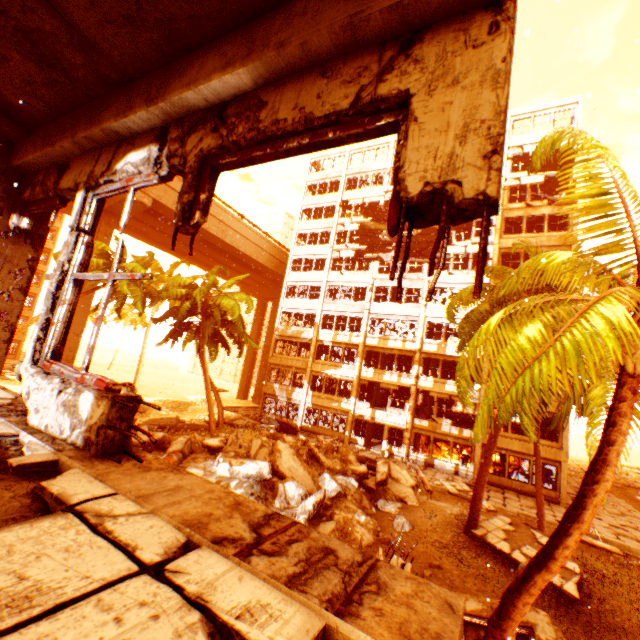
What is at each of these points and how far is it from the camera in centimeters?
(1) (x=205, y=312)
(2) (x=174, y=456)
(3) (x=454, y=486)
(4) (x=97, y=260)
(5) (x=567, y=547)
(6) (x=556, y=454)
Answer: (1) rubble, 2527cm
(2) metal barrel, 1115cm
(3) floor rubble, 1941cm
(4) rubble, 1808cm
(5) rubble, 427cm
(6) wall corner piece, 2086cm

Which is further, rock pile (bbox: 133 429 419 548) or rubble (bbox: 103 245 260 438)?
rubble (bbox: 103 245 260 438)

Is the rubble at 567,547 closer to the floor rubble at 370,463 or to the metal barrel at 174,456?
the floor rubble at 370,463

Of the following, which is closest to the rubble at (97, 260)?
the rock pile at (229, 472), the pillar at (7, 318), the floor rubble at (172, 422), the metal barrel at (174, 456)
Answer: the rock pile at (229, 472)

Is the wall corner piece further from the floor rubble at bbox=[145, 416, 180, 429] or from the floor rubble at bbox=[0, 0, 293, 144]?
the floor rubble at bbox=[0, 0, 293, 144]

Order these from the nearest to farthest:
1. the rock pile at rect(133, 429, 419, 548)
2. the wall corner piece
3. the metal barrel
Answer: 1. the rock pile at rect(133, 429, 419, 548)
2. the metal barrel
3. the wall corner piece

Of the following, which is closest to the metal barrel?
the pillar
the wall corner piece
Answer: the pillar

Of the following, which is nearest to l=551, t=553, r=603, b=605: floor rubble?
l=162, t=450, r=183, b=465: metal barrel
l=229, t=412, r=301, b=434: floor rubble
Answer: l=229, t=412, r=301, b=434: floor rubble
